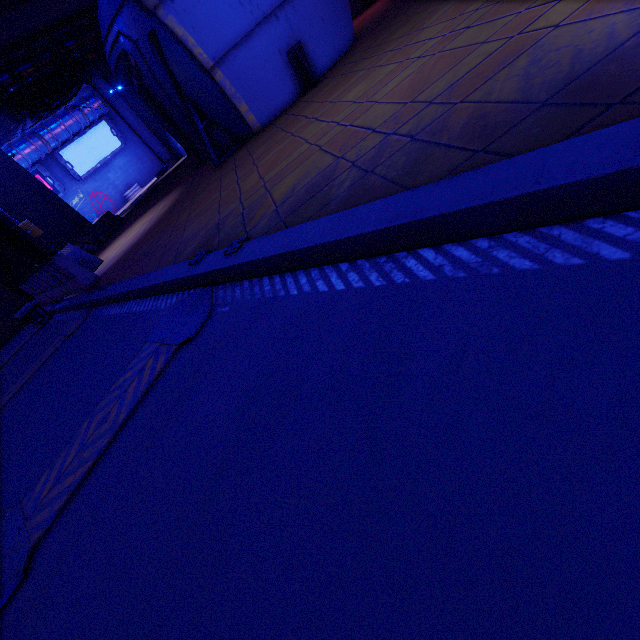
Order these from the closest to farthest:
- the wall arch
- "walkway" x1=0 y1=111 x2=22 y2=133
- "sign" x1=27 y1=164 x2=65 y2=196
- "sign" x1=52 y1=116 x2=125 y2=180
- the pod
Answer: the pod, the wall arch, "walkway" x1=0 y1=111 x2=22 y2=133, "sign" x1=27 y1=164 x2=65 y2=196, "sign" x1=52 y1=116 x2=125 y2=180

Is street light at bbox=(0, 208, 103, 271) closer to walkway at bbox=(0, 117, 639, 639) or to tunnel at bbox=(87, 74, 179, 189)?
walkway at bbox=(0, 117, 639, 639)

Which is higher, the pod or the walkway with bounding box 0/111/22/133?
the walkway with bounding box 0/111/22/133

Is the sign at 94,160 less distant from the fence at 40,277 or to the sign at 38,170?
the sign at 38,170

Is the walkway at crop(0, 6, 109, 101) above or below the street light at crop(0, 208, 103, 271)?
above

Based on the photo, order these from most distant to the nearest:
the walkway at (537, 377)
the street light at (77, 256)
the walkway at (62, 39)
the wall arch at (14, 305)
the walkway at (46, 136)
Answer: the walkway at (46, 136), the walkway at (62, 39), the wall arch at (14, 305), the street light at (77, 256), the walkway at (537, 377)

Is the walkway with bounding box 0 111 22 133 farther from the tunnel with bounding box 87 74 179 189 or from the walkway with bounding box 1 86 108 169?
the walkway with bounding box 1 86 108 169

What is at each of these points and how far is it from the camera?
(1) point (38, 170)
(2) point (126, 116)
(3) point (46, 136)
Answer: (1) sign, 31.2m
(2) tunnel, 28.2m
(3) walkway, 29.9m
